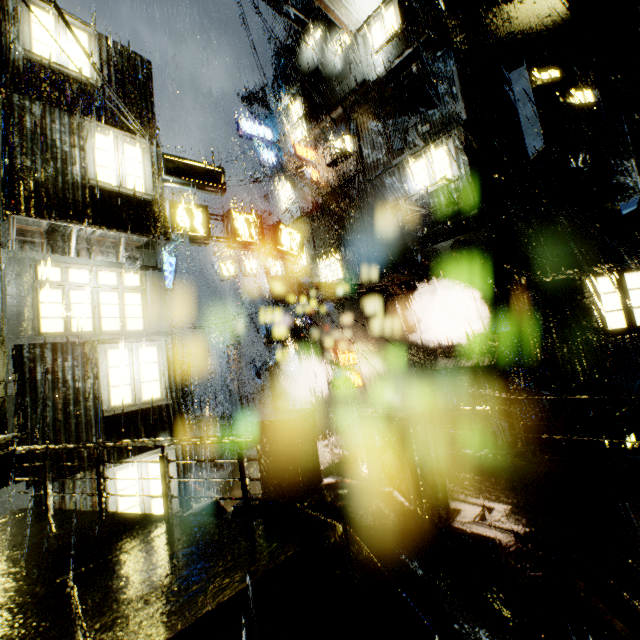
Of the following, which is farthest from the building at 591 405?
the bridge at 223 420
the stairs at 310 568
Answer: the stairs at 310 568

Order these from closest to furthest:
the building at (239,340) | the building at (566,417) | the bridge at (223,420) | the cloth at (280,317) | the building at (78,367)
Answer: the building at (78,367) < the building at (566,417) < the cloth at (280,317) < the bridge at (223,420) < the building at (239,340)

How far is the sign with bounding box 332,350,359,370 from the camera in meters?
18.2 m

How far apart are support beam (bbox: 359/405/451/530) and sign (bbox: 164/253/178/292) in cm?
1677

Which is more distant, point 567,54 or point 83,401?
point 567,54

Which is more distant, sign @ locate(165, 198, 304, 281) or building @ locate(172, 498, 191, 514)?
sign @ locate(165, 198, 304, 281)

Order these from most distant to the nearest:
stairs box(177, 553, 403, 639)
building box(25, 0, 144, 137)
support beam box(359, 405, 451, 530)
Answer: building box(25, 0, 144, 137) → support beam box(359, 405, 451, 530) → stairs box(177, 553, 403, 639)

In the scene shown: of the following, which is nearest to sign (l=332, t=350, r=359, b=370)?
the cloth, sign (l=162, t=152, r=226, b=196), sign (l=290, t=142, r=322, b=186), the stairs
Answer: the cloth
